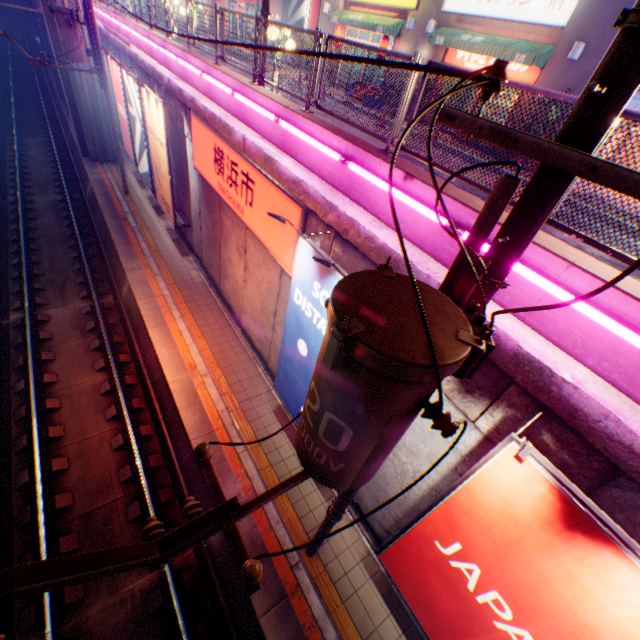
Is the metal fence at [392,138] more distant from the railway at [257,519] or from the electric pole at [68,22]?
the electric pole at [68,22]

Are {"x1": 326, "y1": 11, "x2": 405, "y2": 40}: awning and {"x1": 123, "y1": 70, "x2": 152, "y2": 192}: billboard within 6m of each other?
no

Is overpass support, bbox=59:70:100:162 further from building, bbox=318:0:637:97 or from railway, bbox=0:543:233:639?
building, bbox=318:0:637:97

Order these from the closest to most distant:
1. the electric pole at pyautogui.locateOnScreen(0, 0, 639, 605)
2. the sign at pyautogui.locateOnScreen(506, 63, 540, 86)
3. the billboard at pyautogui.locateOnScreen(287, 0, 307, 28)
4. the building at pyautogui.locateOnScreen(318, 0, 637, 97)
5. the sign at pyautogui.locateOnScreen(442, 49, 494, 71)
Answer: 1. the electric pole at pyautogui.locateOnScreen(0, 0, 639, 605)
2. the building at pyautogui.locateOnScreen(318, 0, 637, 97)
3. the sign at pyautogui.locateOnScreen(506, 63, 540, 86)
4. the sign at pyautogui.locateOnScreen(442, 49, 494, 71)
5. the billboard at pyautogui.locateOnScreen(287, 0, 307, 28)

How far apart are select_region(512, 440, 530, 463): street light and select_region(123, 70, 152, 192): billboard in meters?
16.6

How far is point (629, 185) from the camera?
1.5 meters

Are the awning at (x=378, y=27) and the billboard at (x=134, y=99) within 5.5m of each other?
no

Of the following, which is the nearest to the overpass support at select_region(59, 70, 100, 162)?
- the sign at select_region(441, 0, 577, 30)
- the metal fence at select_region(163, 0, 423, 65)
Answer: the metal fence at select_region(163, 0, 423, 65)
